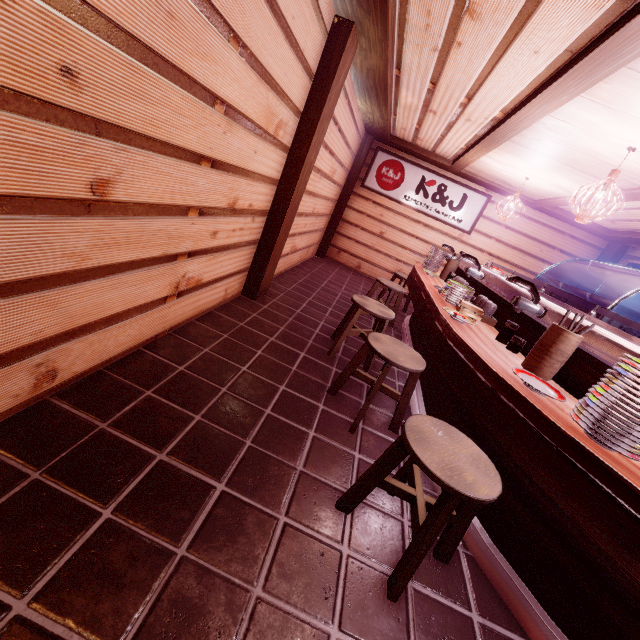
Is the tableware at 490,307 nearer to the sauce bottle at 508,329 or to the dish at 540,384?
the sauce bottle at 508,329

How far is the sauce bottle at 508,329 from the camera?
4.0 meters

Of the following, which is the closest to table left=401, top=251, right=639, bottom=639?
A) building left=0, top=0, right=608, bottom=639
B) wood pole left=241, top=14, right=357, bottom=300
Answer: building left=0, top=0, right=608, bottom=639

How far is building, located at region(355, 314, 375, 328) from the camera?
8.3m

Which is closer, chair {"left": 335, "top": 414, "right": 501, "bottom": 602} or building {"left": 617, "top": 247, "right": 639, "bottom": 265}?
chair {"left": 335, "top": 414, "right": 501, "bottom": 602}

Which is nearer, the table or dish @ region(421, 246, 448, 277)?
the table

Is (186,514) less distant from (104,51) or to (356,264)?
→ (104,51)

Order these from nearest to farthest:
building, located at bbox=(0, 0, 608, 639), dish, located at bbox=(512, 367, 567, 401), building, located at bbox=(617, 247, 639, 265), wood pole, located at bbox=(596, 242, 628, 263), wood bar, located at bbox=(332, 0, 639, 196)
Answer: building, located at bbox=(0, 0, 608, 639) → dish, located at bbox=(512, 367, 567, 401) → wood bar, located at bbox=(332, 0, 639, 196) → building, located at bbox=(617, 247, 639, 265) → wood pole, located at bbox=(596, 242, 628, 263)
